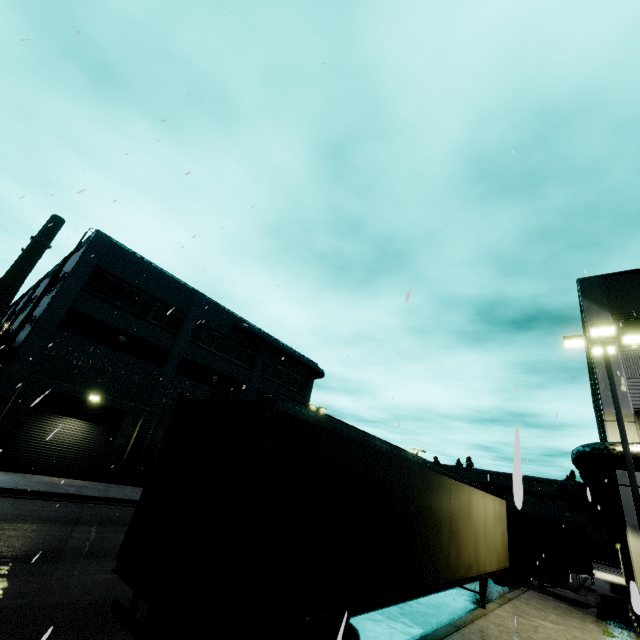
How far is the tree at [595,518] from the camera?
49.1 meters

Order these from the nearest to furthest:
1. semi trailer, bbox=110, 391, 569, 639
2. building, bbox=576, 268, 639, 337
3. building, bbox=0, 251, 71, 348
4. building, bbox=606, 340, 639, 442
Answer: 1. semi trailer, bbox=110, 391, 569, 639
2. building, bbox=606, 340, 639, 442
3. building, bbox=576, 268, 639, 337
4. building, bbox=0, 251, 71, 348

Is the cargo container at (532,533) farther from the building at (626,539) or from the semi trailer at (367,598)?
the building at (626,539)

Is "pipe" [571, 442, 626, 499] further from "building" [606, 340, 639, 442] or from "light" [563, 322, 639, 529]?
"light" [563, 322, 639, 529]

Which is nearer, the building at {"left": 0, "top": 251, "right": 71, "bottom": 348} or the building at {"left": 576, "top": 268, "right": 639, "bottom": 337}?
the building at {"left": 576, "top": 268, "right": 639, "bottom": 337}

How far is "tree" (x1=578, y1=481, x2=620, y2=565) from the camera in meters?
49.1

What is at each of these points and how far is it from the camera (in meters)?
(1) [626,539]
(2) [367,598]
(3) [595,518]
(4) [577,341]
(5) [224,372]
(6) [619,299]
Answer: (1) building, 17.23
(2) semi trailer, 5.62
(3) tree, 51.94
(4) light, 12.91
(5) building, 28.39
(6) building, 15.86

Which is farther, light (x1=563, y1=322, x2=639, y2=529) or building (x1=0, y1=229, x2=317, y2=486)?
building (x1=0, y1=229, x2=317, y2=486)
